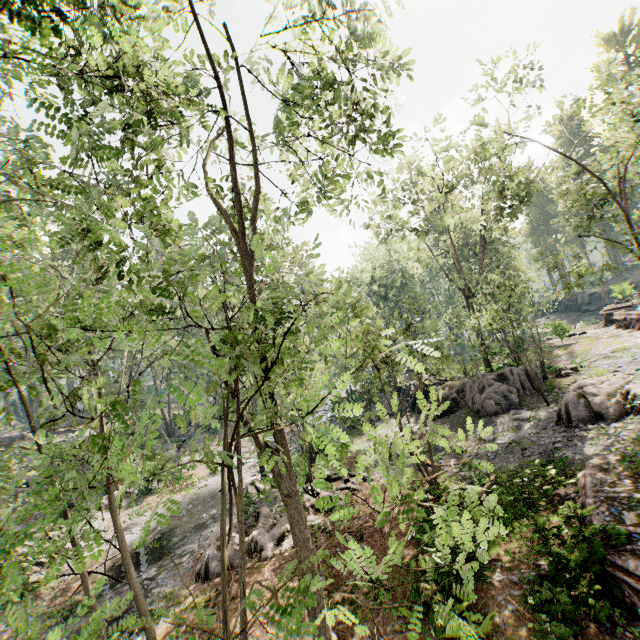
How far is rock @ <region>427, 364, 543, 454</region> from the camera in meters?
18.0 m

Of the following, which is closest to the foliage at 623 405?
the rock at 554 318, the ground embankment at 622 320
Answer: the ground embankment at 622 320

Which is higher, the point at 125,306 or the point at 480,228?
the point at 480,228

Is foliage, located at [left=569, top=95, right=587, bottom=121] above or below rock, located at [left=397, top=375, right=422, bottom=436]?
above

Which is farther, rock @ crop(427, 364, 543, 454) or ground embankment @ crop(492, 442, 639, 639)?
rock @ crop(427, 364, 543, 454)

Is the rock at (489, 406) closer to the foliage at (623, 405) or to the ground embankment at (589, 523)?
the foliage at (623, 405)

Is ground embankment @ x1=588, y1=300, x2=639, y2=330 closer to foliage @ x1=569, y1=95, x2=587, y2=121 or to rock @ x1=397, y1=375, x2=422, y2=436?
foliage @ x1=569, y1=95, x2=587, y2=121
